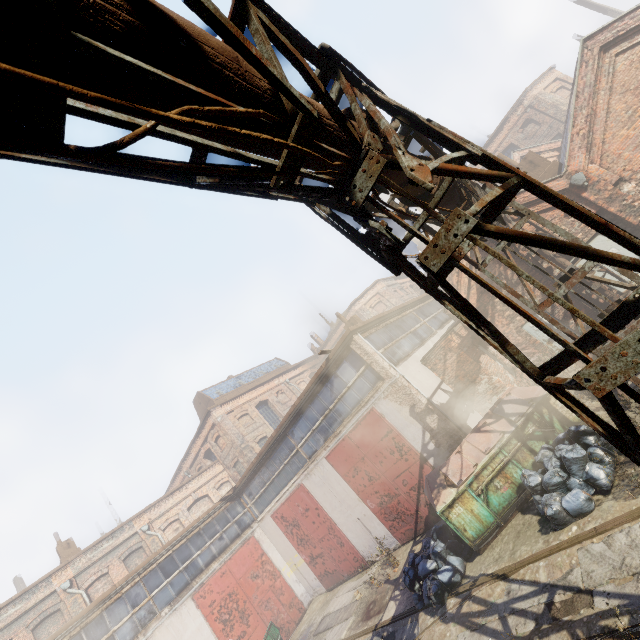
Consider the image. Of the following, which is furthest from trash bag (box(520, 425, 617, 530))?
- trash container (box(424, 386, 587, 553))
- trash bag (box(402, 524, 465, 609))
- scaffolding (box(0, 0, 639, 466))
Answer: trash bag (box(402, 524, 465, 609))

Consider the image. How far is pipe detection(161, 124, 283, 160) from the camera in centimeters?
192cm

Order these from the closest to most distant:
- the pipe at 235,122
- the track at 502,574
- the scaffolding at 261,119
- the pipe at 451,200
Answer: the scaffolding at 261,119
the pipe at 235,122
the track at 502,574
the pipe at 451,200

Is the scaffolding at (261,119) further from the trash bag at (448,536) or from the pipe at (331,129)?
the trash bag at (448,536)

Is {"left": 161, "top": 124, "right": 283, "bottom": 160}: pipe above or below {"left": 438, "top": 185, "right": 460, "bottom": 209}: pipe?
above

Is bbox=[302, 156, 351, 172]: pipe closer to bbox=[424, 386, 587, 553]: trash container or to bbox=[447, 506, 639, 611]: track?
bbox=[447, 506, 639, 611]: track

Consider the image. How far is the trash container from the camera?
7.9 meters

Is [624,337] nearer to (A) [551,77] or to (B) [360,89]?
(B) [360,89]
